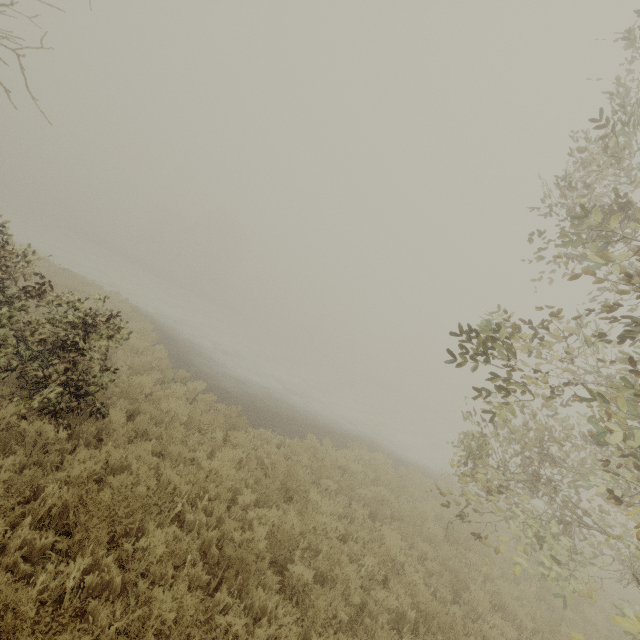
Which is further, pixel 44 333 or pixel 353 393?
pixel 353 393
